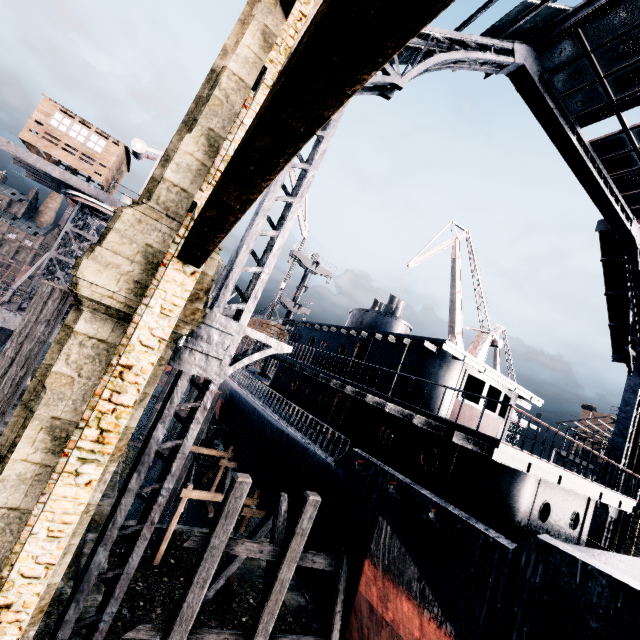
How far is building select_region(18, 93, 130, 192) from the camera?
19.6 meters

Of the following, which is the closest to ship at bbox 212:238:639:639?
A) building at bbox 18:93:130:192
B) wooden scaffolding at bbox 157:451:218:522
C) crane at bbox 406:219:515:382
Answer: wooden scaffolding at bbox 157:451:218:522

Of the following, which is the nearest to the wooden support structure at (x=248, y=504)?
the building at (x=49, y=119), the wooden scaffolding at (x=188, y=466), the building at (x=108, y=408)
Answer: the wooden scaffolding at (x=188, y=466)

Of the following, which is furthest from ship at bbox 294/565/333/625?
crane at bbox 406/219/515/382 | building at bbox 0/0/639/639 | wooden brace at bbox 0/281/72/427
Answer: building at bbox 0/0/639/639

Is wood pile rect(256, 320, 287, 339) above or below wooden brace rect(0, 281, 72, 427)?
above

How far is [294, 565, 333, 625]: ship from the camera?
13.0m

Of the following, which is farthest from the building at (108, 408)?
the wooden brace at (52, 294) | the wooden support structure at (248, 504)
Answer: the wooden support structure at (248, 504)

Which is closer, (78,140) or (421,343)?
(421,343)
